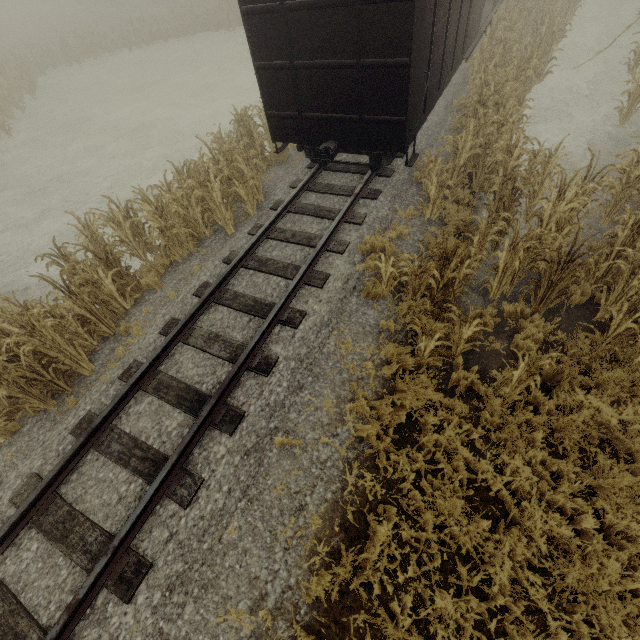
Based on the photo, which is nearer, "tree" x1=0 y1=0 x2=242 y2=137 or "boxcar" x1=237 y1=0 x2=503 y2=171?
"boxcar" x1=237 y1=0 x2=503 y2=171

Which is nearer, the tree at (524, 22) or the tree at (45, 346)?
the tree at (524, 22)

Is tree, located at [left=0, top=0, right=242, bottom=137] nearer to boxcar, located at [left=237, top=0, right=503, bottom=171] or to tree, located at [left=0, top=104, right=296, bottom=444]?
boxcar, located at [left=237, top=0, right=503, bottom=171]

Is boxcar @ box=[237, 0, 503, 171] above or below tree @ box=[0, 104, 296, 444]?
above

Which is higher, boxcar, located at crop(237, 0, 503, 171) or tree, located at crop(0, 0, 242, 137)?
boxcar, located at crop(237, 0, 503, 171)

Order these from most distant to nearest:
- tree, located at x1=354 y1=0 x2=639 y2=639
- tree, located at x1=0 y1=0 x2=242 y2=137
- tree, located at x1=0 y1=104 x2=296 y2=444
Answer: tree, located at x1=0 y1=0 x2=242 y2=137 < tree, located at x1=0 y1=104 x2=296 y2=444 < tree, located at x1=354 y1=0 x2=639 y2=639

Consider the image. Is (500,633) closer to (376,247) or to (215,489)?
(215,489)

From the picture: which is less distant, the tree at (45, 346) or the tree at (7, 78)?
the tree at (45, 346)
